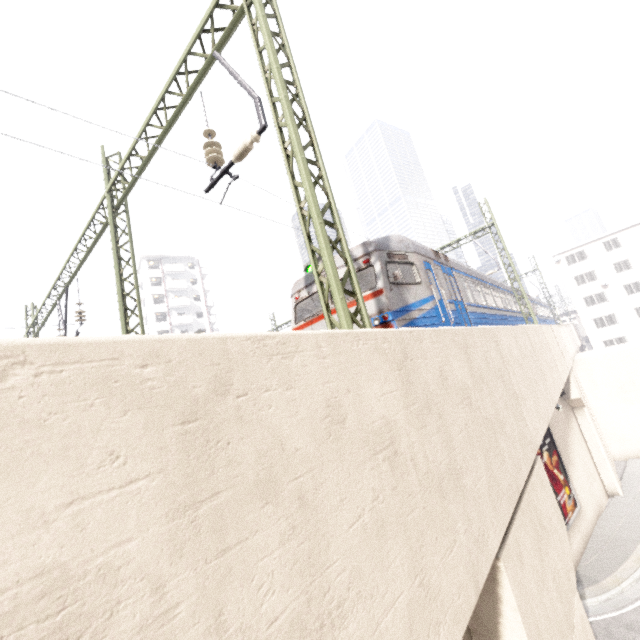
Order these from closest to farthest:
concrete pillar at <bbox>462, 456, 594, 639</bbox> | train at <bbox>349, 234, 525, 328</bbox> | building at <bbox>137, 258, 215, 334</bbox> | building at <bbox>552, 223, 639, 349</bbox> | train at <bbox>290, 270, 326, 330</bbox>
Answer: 1. concrete pillar at <bbox>462, 456, 594, 639</bbox>
2. train at <bbox>349, 234, 525, 328</bbox>
3. train at <bbox>290, 270, 326, 330</bbox>
4. building at <bbox>552, 223, 639, 349</bbox>
5. building at <bbox>137, 258, 215, 334</bbox>

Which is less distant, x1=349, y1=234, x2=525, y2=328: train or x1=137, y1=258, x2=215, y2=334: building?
x1=349, y1=234, x2=525, y2=328: train

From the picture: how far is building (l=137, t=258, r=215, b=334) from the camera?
50.4m

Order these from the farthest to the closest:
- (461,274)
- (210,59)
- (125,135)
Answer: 1. (461,274)
2. (210,59)
3. (125,135)

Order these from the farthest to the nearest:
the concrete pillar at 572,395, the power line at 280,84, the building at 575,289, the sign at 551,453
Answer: the building at 575,289, the concrete pillar at 572,395, the sign at 551,453, the power line at 280,84

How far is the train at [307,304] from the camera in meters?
8.9

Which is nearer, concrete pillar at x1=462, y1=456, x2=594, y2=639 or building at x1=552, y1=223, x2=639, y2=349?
concrete pillar at x1=462, y1=456, x2=594, y2=639

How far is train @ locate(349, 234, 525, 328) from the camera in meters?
7.9 m
